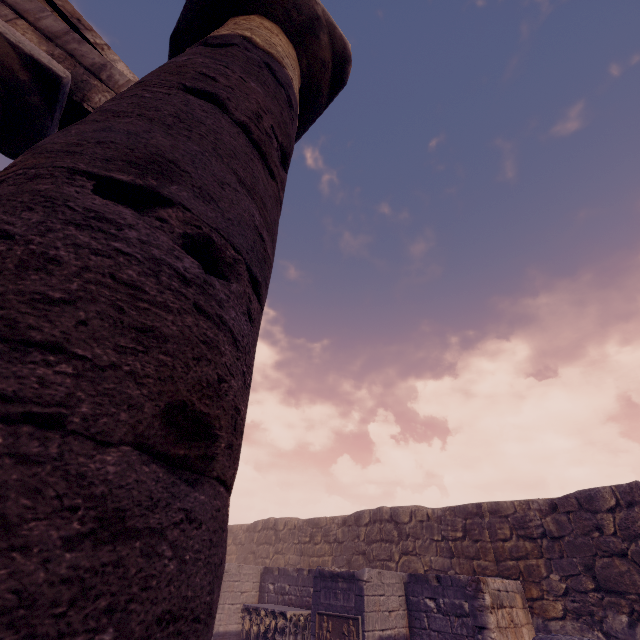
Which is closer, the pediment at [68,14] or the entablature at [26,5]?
the entablature at [26,5]

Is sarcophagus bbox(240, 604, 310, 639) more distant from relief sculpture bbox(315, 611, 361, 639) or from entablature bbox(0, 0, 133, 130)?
entablature bbox(0, 0, 133, 130)

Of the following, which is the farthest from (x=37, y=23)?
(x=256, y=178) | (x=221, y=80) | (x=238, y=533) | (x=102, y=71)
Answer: (x=238, y=533)

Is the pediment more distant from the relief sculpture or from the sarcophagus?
the sarcophagus

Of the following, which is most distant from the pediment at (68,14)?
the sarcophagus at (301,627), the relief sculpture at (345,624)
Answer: the sarcophagus at (301,627)

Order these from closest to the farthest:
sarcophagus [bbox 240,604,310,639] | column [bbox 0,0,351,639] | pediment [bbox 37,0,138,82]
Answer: column [bbox 0,0,351,639] → pediment [bbox 37,0,138,82] → sarcophagus [bbox 240,604,310,639]
